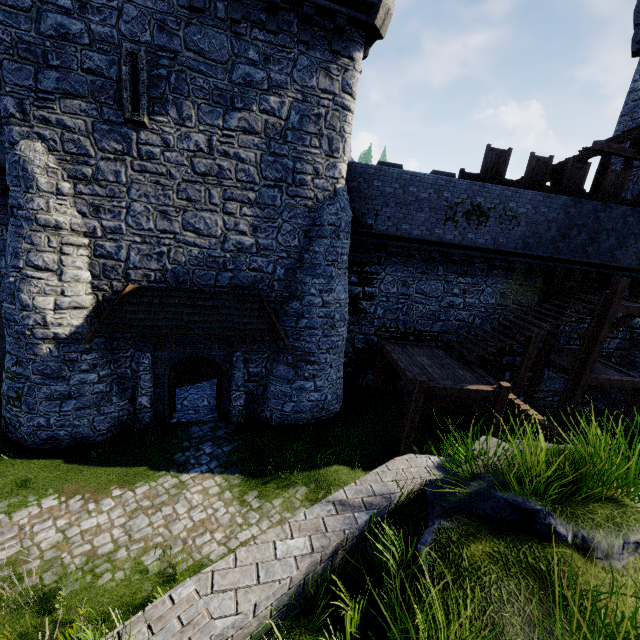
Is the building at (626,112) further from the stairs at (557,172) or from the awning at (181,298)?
the awning at (181,298)

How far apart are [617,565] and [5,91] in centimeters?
1449cm

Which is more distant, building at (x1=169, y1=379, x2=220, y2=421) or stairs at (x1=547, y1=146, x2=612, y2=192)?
stairs at (x1=547, y1=146, x2=612, y2=192)

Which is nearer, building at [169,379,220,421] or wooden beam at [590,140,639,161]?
building at [169,379,220,421]

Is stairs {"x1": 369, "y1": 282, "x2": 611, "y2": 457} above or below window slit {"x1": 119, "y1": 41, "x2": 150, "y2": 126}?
below

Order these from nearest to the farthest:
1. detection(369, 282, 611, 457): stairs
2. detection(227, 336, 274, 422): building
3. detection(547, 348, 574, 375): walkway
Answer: detection(369, 282, 611, 457): stairs → detection(227, 336, 274, 422): building → detection(547, 348, 574, 375): walkway

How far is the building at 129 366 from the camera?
10.95m

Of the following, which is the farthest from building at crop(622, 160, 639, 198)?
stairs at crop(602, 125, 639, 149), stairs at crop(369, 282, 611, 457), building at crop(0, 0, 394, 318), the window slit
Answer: the window slit
